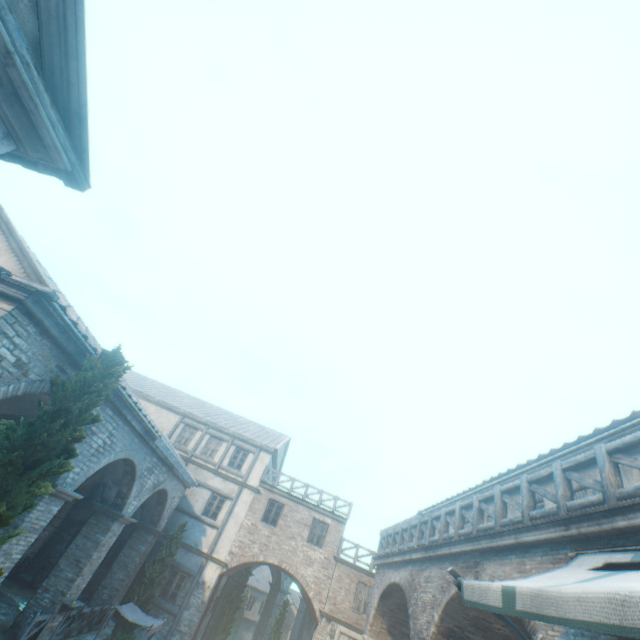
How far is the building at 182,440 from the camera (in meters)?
21.84

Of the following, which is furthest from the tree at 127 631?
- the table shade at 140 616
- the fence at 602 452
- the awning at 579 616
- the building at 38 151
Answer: the fence at 602 452

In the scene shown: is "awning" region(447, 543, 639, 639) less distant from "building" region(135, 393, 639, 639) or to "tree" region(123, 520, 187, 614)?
"tree" region(123, 520, 187, 614)

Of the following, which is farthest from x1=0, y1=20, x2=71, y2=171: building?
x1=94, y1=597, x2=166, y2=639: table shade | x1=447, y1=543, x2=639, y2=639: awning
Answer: x1=94, y1=597, x2=166, y2=639: table shade

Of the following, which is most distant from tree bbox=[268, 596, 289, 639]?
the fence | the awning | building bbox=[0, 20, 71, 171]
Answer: the fence

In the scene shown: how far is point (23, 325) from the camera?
6.3m

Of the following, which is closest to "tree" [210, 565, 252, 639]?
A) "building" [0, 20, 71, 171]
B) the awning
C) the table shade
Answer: "building" [0, 20, 71, 171]
